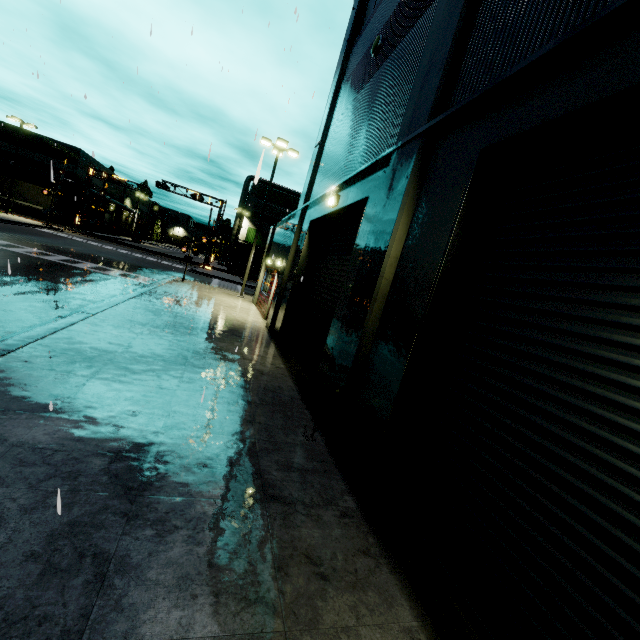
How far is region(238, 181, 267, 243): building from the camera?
51.50m

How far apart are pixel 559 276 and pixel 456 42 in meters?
3.8

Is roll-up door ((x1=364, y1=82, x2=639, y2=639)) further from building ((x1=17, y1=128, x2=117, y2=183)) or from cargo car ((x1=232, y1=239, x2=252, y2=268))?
cargo car ((x1=232, y1=239, x2=252, y2=268))

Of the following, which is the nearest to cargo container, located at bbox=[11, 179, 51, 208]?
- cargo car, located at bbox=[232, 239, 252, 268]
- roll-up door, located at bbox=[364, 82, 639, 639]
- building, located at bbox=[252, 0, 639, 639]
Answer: cargo car, located at bbox=[232, 239, 252, 268]

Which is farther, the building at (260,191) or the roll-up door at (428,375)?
the building at (260,191)

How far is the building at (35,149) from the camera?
42.9 meters

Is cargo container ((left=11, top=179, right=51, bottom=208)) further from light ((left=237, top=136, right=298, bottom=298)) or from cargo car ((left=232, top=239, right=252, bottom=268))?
light ((left=237, top=136, right=298, bottom=298))

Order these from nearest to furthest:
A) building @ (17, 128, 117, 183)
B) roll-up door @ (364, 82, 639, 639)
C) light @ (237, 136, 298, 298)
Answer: roll-up door @ (364, 82, 639, 639), light @ (237, 136, 298, 298), building @ (17, 128, 117, 183)
